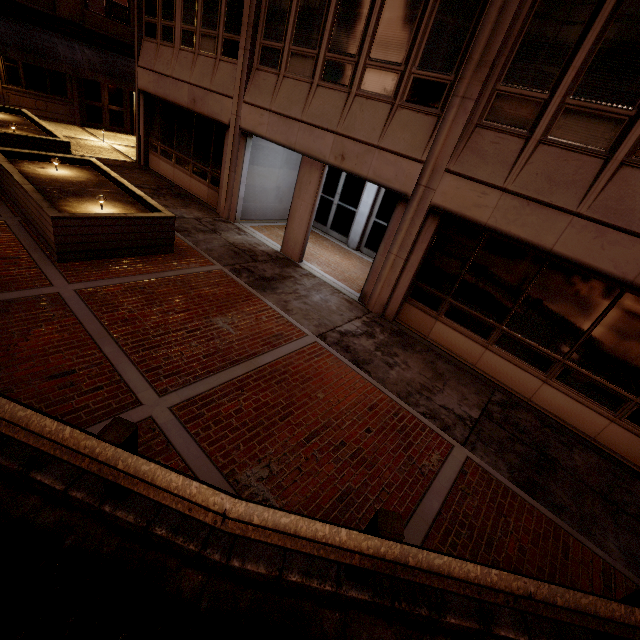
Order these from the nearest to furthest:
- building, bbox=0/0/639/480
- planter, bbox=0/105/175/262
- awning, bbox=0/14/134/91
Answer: building, bbox=0/0/639/480
planter, bbox=0/105/175/262
awning, bbox=0/14/134/91

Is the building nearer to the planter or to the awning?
the planter

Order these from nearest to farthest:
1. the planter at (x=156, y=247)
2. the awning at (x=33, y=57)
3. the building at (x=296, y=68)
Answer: the building at (x=296, y=68), the planter at (x=156, y=247), the awning at (x=33, y=57)

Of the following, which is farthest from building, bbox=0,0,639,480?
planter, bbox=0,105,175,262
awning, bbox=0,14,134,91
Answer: awning, bbox=0,14,134,91

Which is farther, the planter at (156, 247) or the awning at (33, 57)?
the awning at (33, 57)

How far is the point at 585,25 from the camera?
5.2 meters
